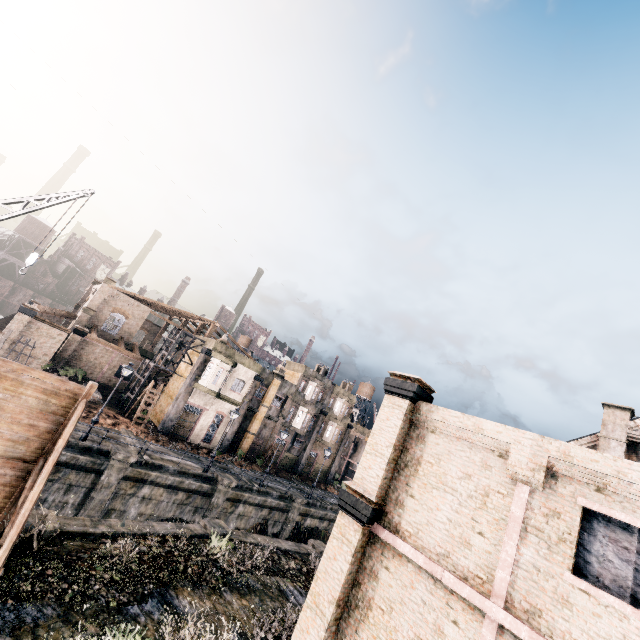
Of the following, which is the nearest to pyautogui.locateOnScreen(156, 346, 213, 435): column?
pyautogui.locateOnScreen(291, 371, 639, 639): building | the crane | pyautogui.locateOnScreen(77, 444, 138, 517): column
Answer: pyautogui.locateOnScreen(77, 444, 138, 517): column

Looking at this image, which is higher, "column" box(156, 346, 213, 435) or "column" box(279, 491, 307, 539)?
"column" box(156, 346, 213, 435)

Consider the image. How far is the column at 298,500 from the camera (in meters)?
31.08

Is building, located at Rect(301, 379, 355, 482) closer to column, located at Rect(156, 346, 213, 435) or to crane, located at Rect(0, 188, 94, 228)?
column, located at Rect(156, 346, 213, 435)

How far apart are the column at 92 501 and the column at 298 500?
15.9 meters

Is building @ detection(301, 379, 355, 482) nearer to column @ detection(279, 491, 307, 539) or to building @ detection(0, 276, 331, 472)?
building @ detection(0, 276, 331, 472)

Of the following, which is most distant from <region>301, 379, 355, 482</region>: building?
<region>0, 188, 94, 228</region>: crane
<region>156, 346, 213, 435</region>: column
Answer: <region>0, 188, 94, 228</region>: crane

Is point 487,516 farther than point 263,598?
No
